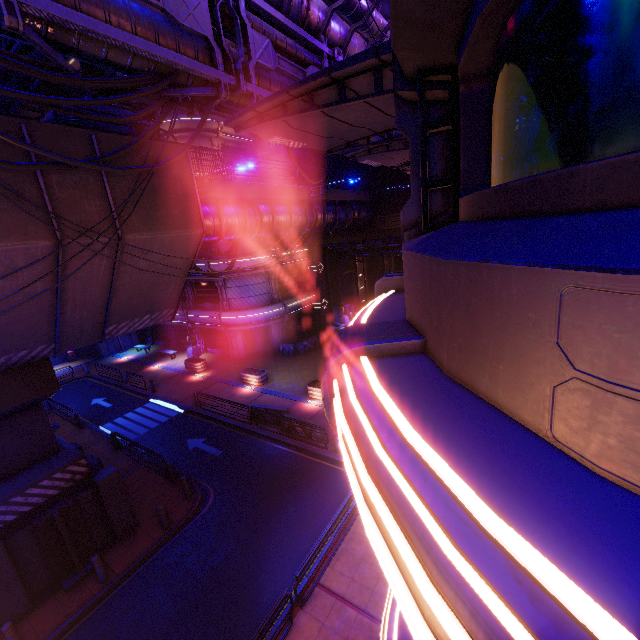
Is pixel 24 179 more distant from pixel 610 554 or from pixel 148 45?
pixel 610 554

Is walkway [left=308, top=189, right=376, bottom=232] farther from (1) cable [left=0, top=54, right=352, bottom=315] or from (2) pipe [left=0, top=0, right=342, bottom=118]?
(1) cable [left=0, top=54, right=352, bottom=315]

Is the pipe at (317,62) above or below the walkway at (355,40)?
below

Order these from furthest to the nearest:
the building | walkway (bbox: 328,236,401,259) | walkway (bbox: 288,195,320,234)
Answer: walkway (bbox: 328,236,401,259), the building, walkway (bbox: 288,195,320,234)

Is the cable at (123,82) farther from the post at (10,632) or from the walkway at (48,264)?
the post at (10,632)

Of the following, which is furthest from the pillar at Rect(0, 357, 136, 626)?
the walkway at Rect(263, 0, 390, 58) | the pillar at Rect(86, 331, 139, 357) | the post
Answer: the pillar at Rect(86, 331, 139, 357)

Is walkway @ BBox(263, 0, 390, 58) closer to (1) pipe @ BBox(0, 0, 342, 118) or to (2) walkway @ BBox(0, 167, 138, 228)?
(1) pipe @ BBox(0, 0, 342, 118)

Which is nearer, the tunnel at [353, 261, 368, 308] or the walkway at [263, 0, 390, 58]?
the walkway at [263, 0, 390, 58]
